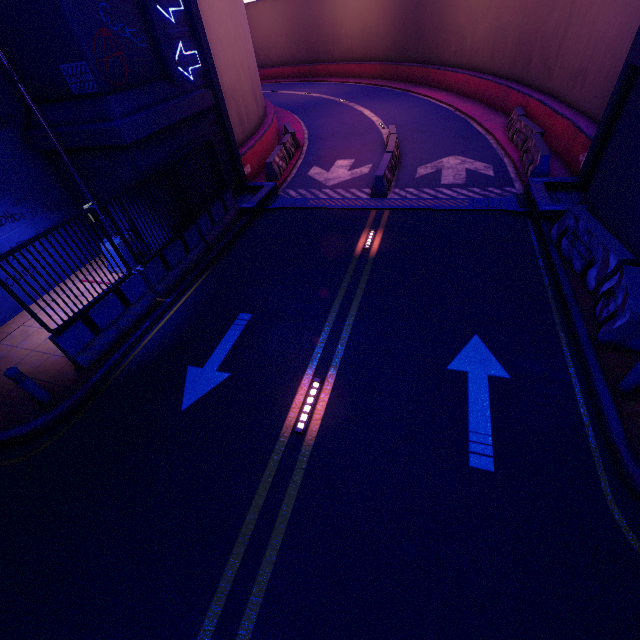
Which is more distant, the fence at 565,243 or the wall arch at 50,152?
the wall arch at 50,152

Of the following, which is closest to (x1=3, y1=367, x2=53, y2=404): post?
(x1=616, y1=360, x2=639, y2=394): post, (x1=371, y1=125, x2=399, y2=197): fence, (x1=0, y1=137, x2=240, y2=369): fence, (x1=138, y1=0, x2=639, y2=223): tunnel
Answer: (x1=0, y1=137, x2=240, y2=369): fence

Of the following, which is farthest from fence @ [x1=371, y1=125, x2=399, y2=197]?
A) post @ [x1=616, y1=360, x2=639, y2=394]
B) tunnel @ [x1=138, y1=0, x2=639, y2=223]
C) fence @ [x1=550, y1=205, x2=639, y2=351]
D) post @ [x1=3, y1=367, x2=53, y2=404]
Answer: post @ [x1=3, y1=367, x2=53, y2=404]

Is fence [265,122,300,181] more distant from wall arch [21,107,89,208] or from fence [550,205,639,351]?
fence [550,205,639,351]

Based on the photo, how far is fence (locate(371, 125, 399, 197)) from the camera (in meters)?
12.22

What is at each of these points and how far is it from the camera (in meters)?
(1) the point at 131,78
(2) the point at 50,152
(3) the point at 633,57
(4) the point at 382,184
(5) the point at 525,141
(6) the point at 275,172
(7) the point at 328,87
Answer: (1) wall arch, 8.98
(2) wall arch, 9.65
(3) wall arch, 7.46
(4) fence, 12.19
(5) fence, 13.52
(6) fence, 14.73
(7) tunnel, 33.19

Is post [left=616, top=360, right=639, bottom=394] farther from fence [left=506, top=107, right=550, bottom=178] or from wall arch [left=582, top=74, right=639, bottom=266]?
fence [left=506, top=107, right=550, bottom=178]

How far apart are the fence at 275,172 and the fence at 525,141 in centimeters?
1011cm
